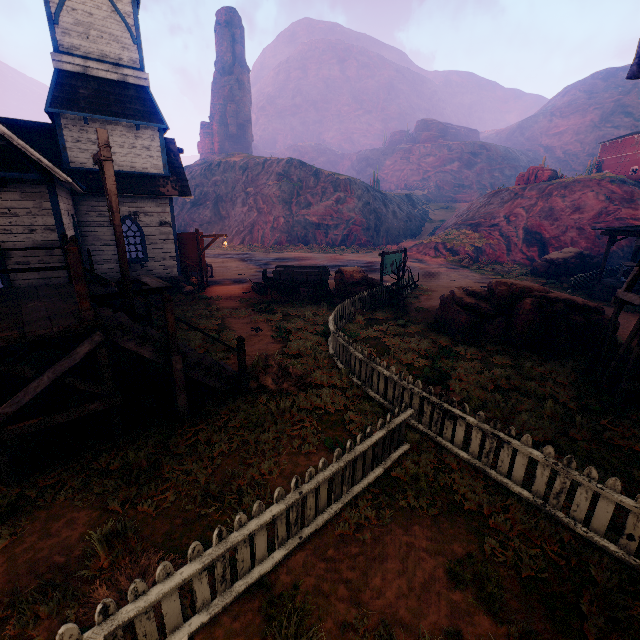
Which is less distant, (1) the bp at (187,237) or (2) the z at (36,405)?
(2) the z at (36,405)

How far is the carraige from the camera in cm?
1523

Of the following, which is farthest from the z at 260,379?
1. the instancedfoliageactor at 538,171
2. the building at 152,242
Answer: the instancedfoliageactor at 538,171

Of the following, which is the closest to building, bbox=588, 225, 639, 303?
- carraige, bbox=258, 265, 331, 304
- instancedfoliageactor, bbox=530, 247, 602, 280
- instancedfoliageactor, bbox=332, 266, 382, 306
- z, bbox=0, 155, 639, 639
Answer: z, bbox=0, 155, 639, 639

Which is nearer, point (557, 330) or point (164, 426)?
point (164, 426)

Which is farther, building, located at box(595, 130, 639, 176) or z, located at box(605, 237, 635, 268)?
building, located at box(595, 130, 639, 176)

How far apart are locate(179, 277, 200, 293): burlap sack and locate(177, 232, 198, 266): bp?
0.5 meters

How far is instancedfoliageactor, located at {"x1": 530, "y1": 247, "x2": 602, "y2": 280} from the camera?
22.7m
